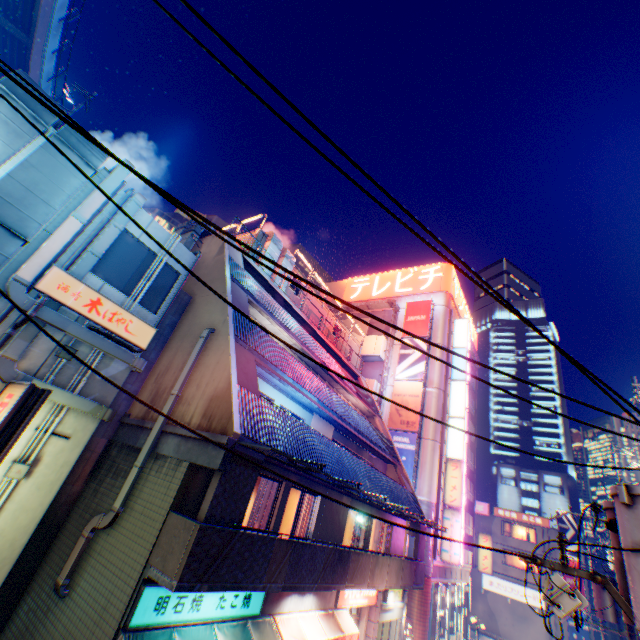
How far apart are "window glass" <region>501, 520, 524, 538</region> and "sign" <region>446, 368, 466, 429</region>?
23.7 meters

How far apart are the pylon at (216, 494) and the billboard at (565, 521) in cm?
4612

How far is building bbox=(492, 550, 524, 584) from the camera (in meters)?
36.97

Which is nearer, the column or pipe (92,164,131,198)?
pipe (92,164,131,198)

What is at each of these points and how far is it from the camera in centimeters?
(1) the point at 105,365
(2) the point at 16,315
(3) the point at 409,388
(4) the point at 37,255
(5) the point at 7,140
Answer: (1) building, 838cm
(2) building, 702cm
(3) billboard, 2847cm
(4) pipe, 709cm
(5) ventilation tube, 676cm

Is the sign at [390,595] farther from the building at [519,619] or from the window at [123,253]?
the building at [519,619]

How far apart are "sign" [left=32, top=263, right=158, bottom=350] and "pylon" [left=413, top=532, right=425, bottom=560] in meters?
18.5 m

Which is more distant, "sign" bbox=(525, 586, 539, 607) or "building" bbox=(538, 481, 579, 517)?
"building" bbox=(538, 481, 579, 517)
